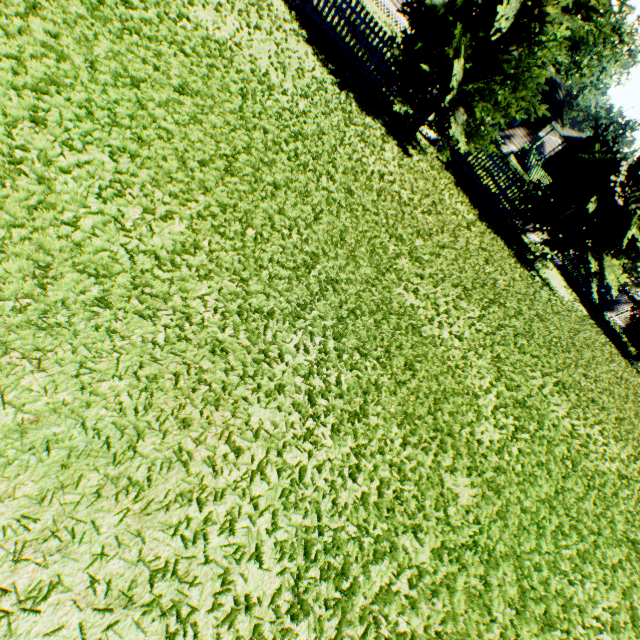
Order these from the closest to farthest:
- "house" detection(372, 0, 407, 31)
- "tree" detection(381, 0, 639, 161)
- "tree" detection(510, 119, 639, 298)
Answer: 1. "tree" detection(381, 0, 639, 161)
2. "tree" detection(510, 119, 639, 298)
3. "house" detection(372, 0, 407, 31)

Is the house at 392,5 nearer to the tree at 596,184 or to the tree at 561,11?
the tree at 561,11

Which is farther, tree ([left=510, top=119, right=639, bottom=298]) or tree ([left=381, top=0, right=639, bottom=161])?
tree ([left=510, top=119, right=639, bottom=298])

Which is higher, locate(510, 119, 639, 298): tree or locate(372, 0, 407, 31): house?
locate(510, 119, 639, 298): tree

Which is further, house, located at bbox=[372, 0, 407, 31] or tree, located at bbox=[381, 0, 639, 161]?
house, located at bbox=[372, 0, 407, 31]

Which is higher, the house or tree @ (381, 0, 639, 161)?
tree @ (381, 0, 639, 161)

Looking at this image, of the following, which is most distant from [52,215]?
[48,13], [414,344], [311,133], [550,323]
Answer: [550,323]

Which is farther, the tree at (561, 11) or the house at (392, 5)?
the house at (392, 5)
